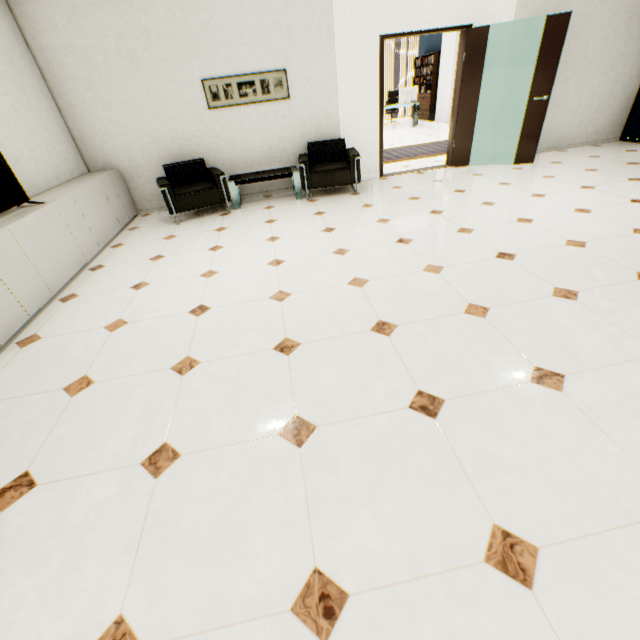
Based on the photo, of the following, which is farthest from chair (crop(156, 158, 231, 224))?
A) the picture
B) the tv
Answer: the tv

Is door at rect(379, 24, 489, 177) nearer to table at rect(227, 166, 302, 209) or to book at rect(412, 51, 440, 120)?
table at rect(227, 166, 302, 209)

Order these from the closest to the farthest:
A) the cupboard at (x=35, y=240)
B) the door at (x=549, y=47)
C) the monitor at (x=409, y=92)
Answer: the cupboard at (x=35, y=240), the door at (x=549, y=47), the monitor at (x=409, y=92)

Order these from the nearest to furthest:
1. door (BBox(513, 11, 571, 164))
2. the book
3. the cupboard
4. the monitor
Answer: the cupboard → door (BBox(513, 11, 571, 164)) → the monitor → the book

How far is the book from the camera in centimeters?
1230cm

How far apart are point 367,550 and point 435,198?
4.8 meters

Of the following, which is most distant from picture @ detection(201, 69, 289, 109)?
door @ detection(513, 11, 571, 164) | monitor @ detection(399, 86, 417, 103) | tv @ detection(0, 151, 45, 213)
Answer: monitor @ detection(399, 86, 417, 103)

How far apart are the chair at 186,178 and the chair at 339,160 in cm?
116
